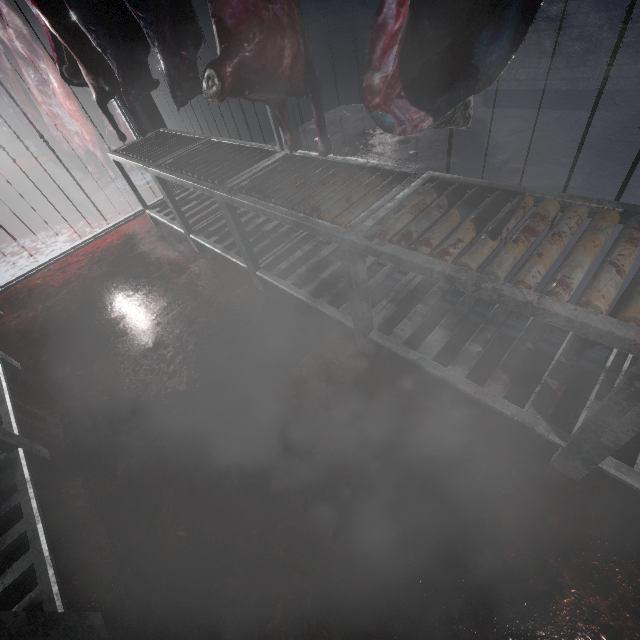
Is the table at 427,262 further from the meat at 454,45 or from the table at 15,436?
the table at 15,436

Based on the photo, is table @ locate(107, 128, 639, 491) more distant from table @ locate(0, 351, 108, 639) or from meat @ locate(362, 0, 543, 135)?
table @ locate(0, 351, 108, 639)

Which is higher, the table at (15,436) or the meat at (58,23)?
the meat at (58,23)

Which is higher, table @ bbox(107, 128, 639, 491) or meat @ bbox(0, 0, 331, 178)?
meat @ bbox(0, 0, 331, 178)

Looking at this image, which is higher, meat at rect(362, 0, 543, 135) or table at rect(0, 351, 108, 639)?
meat at rect(362, 0, 543, 135)

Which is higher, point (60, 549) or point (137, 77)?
point (137, 77)

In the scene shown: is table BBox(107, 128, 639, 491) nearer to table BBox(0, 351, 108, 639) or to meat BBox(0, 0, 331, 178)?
meat BBox(0, 0, 331, 178)
